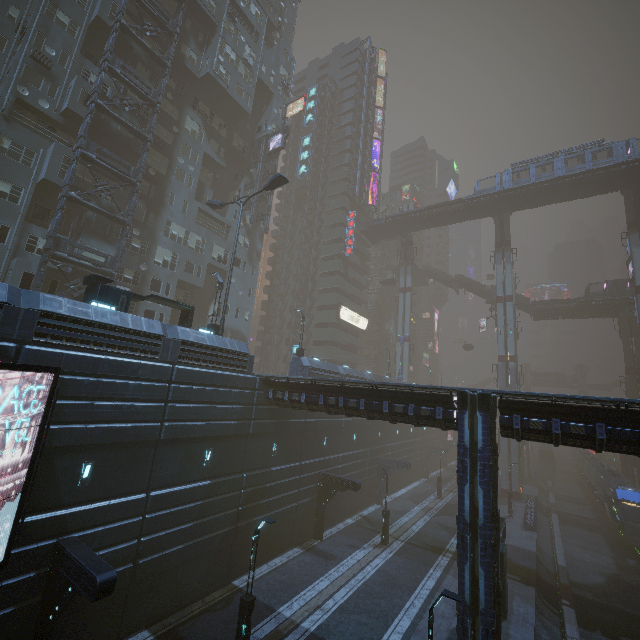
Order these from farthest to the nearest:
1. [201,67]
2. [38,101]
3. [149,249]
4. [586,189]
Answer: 1. [586,189]
2. [201,67]
3. [149,249]
4. [38,101]

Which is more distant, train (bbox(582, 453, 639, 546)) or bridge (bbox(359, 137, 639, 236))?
bridge (bbox(359, 137, 639, 236))

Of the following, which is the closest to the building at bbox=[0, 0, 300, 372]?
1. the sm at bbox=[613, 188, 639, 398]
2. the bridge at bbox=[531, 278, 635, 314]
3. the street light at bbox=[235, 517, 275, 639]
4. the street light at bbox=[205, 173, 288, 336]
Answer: the bridge at bbox=[531, 278, 635, 314]

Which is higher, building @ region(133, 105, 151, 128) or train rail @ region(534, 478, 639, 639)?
building @ region(133, 105, 151, 128)

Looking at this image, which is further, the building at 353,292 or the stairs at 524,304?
the stairs at 524,304

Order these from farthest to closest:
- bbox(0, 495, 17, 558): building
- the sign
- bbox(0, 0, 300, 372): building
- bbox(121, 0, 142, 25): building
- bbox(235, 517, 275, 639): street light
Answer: the sign < bbox(121, 0, 142, 25): building < bbox(0, 0, 300, 372): building < bbox(235, 517, 275, 639): street light < bbox(0, 495, 17, 558): building

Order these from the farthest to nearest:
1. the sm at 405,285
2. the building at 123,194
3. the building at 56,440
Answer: the sm at 405,285 → the building at 123,194 → the building at 56,440

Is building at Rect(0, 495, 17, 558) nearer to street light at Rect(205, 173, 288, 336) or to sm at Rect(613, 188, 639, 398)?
sm at Rect(613, 188, 639, 398)
